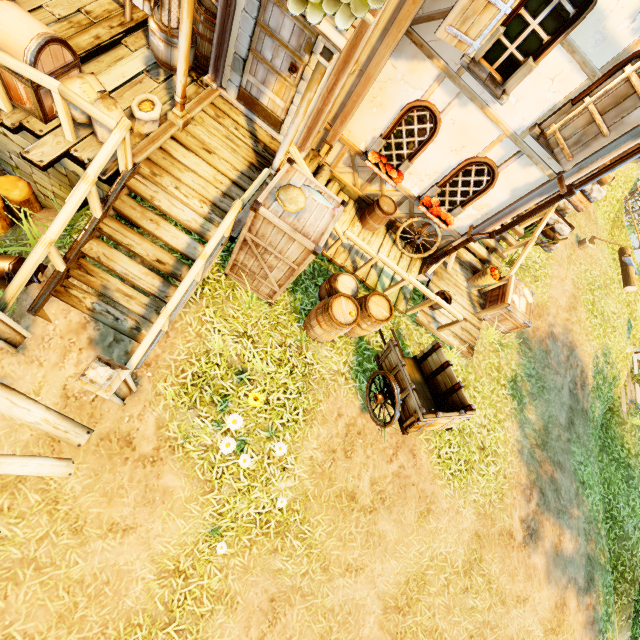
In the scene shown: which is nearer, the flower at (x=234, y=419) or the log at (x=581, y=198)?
the flower at (x=234, y=419)

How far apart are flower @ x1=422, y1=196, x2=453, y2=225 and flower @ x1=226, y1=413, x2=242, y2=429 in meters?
5.4

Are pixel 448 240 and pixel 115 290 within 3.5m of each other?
no

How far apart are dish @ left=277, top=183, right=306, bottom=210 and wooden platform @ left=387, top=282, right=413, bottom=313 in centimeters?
240cm

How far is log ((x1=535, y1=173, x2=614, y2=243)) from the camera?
9.27m

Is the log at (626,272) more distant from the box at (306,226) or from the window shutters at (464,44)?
the box at (306,226)

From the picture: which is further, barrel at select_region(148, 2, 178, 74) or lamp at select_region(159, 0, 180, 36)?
barrel at select_region(148, 2, 178, 74)

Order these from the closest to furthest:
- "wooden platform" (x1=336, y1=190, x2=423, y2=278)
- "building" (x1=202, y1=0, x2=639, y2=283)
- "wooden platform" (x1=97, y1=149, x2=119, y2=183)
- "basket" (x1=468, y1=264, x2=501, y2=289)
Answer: "building" (x1=202, y1=0, x2=639, y2=283)
"wooden platform" (x1=97, y1=149, x2=119, y2=183)
"wooden platform" (x1=336, y1=190, x2=423, y2=278)
"basket" (x1=468, y1=264, x2=501, y2=289)
